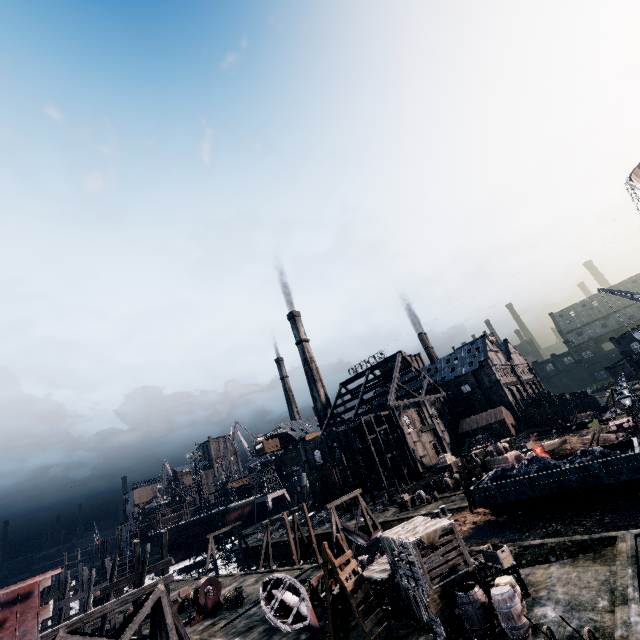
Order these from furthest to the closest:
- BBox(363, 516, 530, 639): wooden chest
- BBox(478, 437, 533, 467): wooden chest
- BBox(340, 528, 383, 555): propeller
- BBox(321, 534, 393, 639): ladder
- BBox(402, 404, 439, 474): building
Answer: BBox(402, 404, 439, 474): building < BBox(478, 437, 533, 467): wooden chest < BBox(340, 528, 383, 555): propeller < BBox(321, 534, 393, 639): ladder < BBox(363, 516, 530, 639): wooden chest

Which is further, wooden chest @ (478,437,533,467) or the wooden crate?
wooden chest @ (478,437,533,467)

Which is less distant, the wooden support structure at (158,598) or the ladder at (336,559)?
the ladder at (336,559)

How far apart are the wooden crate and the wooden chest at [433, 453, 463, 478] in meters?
30.2

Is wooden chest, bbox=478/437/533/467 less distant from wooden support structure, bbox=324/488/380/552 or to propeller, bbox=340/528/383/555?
wooden support structure, bbox=324/488/380/552

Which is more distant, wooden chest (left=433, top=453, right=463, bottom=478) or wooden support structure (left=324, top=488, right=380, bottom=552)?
wooden chest (left=433, top=453, right=463, bottom=478)

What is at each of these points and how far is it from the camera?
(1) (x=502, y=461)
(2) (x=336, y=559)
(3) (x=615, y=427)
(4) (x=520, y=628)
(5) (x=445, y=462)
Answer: (1) wooden chest, 39.72m
(2) ladder, 15.24m
(3) rail car base, 37.81m
(4) wooden barrel, 11.38m
(5) wooden chest, 44.09m

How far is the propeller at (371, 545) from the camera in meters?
28.0
